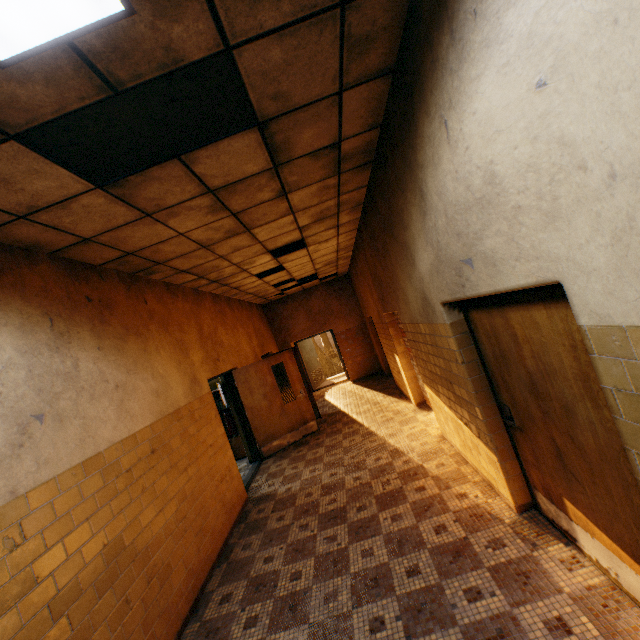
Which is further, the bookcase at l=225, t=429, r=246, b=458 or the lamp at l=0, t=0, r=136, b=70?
the bookcase at l=225, t=429, r=246, b=458

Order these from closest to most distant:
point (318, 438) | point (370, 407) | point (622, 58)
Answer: point (622, 58), point (318, 438), point (370, 407)

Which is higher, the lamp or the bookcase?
the lamp

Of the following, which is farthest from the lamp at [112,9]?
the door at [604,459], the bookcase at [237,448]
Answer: the bookcase at [237,448]

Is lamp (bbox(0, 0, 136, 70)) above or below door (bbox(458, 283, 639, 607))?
above

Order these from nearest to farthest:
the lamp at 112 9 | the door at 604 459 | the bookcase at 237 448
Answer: the lamp at 112 9, the door at 604 459, the bookcase at 237 448

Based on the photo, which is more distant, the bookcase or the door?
the bookcase

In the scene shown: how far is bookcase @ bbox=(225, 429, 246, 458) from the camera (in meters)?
7.88
